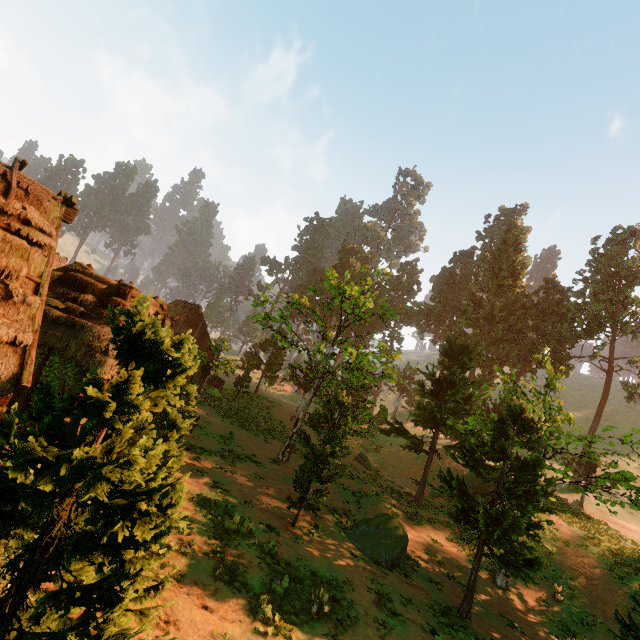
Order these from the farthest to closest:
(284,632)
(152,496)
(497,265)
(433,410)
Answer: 1. (497,265)
2. (433,410)
3. (284,632)
4. (152,496)

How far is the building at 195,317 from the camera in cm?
1650

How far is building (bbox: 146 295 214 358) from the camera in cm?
1650

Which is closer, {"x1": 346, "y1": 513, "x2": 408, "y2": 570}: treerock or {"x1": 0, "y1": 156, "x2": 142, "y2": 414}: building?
{"x1": 0, "y1": 156, "x2": 142, "y2": 414}: building

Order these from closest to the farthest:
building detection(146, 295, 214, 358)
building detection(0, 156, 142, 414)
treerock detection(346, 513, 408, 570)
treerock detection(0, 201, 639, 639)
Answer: treerock detection(0, 201, 639, 639)
building detection(0, 156, 142, 414)
treerock detection(346, 513, 408, 570)
building detection(146, 295, 214, 358)

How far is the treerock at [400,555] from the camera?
14.26m

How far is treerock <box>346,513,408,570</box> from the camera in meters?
14.3 m
